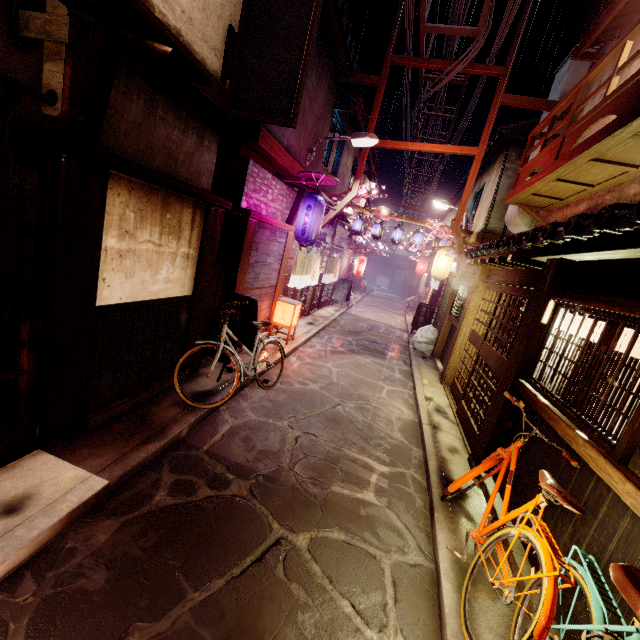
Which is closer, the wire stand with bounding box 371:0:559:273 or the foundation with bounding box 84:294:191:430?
the foundation with bounding box 84:294:191:430

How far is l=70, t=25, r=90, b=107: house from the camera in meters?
5.1

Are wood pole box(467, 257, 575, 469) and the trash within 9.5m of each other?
no

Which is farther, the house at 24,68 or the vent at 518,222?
the vent at 518,222

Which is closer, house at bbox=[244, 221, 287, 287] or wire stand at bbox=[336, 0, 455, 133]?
house at bbox=[244, 221, 287, 287]

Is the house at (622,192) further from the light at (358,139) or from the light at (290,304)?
the light at (290,304)

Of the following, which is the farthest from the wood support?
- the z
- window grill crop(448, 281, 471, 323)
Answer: window grill crop(448, 281, 471, 323)

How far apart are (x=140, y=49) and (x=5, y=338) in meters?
9.2
